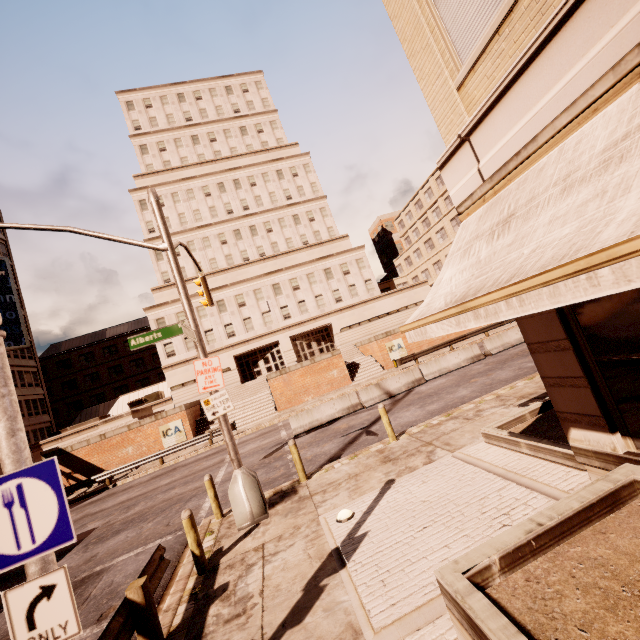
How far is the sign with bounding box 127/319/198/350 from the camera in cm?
783

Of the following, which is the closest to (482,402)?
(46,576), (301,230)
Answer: (46,576)

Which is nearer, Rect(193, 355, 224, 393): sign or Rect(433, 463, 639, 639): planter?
Rect(433, 463, 639, 639): planter

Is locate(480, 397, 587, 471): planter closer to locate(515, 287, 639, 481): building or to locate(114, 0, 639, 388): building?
locate(515, 287, 639, 481): building

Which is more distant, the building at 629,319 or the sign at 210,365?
the sign at 210,365

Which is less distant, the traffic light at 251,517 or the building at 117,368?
the traffic light at 251,517

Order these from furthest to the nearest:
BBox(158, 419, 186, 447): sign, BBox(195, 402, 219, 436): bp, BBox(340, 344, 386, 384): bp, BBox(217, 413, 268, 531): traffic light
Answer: BBox(340, 344, 386, 384): bp, BBox(195, 402, 219, 436): bp, BBox(158, 419, 186, 447): sign, BBox(217, 413, 268, 531): traffic light

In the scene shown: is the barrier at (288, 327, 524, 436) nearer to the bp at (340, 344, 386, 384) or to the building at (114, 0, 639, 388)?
the bp at (340, 344, 386, 384)
